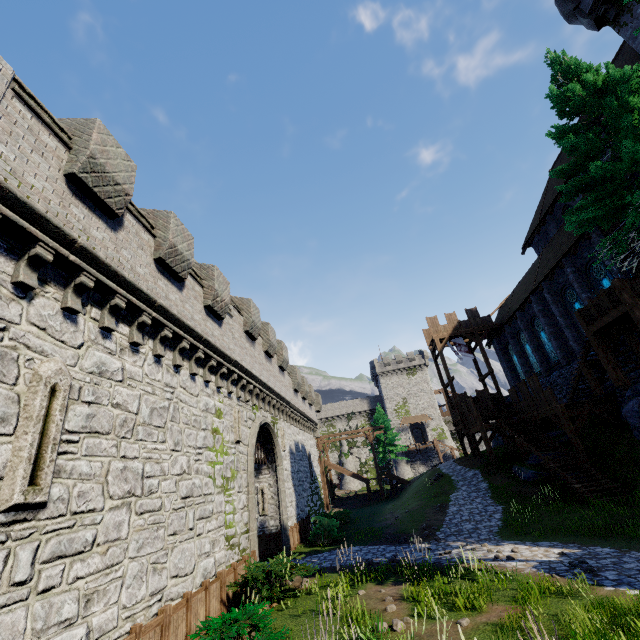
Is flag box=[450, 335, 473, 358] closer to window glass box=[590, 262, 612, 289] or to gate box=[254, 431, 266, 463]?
window glass box=[590, 262, 612, 289]

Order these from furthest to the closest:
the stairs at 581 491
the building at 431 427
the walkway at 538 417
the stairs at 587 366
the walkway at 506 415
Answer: the building at 431 427, the walkway at 506 415, the walkway at 538 417, the stairs at 587 366, the stairs at 581 491

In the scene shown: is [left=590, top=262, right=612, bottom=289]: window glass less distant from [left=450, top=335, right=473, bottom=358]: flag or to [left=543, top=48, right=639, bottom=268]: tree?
[left=543, top=48, right=639, bottom=268]: tree

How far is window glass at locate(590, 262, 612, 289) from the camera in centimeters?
1847cm

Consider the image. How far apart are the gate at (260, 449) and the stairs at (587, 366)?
18.3 meters

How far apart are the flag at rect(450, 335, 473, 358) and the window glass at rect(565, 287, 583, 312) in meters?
9.8 m

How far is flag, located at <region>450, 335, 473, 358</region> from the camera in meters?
30.9

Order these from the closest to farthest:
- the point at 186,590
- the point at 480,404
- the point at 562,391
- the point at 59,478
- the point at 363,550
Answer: the point at 59,478 < the point at 186,590 < the point at 363,550 < the point at 562,391 < the point at 480,404
